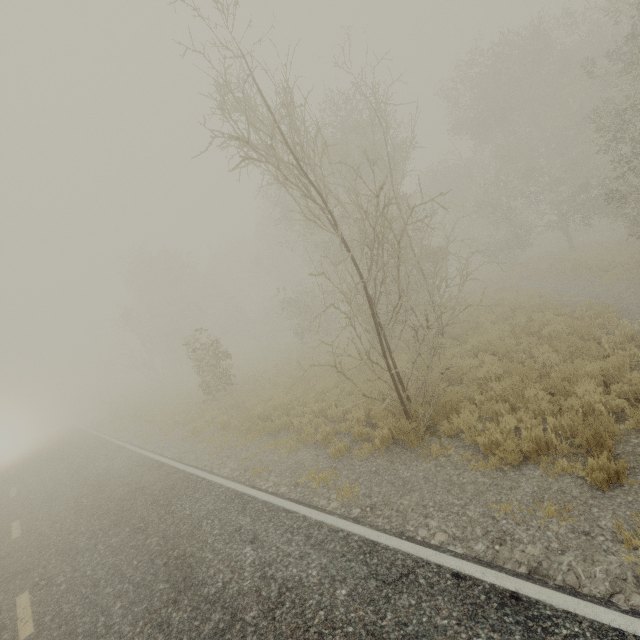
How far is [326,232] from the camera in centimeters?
1852cm
